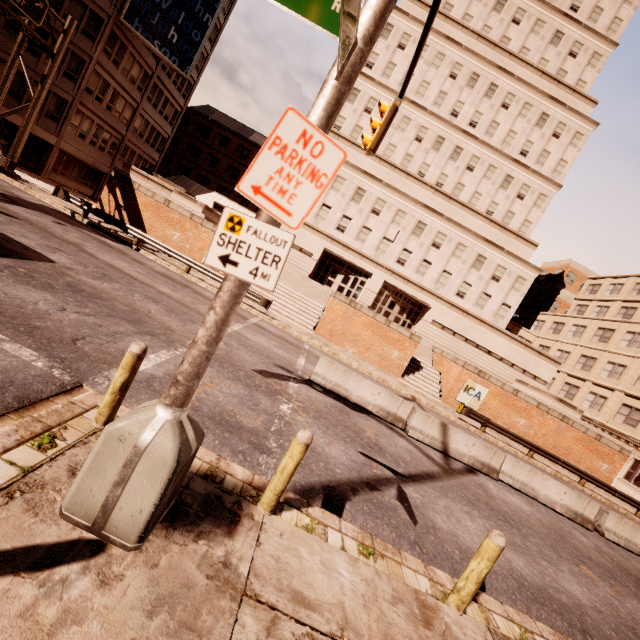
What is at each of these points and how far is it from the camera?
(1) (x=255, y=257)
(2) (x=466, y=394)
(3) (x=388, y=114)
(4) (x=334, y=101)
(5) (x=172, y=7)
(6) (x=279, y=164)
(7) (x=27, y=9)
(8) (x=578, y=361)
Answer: (1) sign, 3.0 meters
(2) sign, 23.0 meters
(3) traffic light, 9.9 meters
(4) traffic light, 2.9 meters
(5) sign, 29.6 meters
(6) sign, 2.9 meters
(7) sign, 17.2 meters
(8) building, 35.8 meters

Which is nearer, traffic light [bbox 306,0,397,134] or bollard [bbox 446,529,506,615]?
traffic light [bbox 306,0,397,134]

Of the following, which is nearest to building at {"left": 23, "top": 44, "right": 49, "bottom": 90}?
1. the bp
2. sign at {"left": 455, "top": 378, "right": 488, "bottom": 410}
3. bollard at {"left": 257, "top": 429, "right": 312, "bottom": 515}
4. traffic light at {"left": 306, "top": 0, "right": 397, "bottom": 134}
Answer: traffic light at {"left": 306, "top": 0, "right": 397, "bottom": 134}

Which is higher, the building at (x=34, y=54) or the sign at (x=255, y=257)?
the building at (x=34, y=54)

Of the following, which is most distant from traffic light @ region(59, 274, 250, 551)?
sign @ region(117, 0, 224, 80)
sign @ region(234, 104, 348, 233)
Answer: sign @ region(117, 0, 224, 80)

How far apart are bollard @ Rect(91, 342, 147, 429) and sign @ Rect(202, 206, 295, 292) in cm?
198

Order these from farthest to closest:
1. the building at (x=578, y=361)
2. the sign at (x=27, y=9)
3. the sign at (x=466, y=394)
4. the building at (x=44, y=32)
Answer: the building at (x=578, y=361) < the building at (x=44, y=32) < the sign at (x=466, y=394) < the sign at (x=27, y=9)
